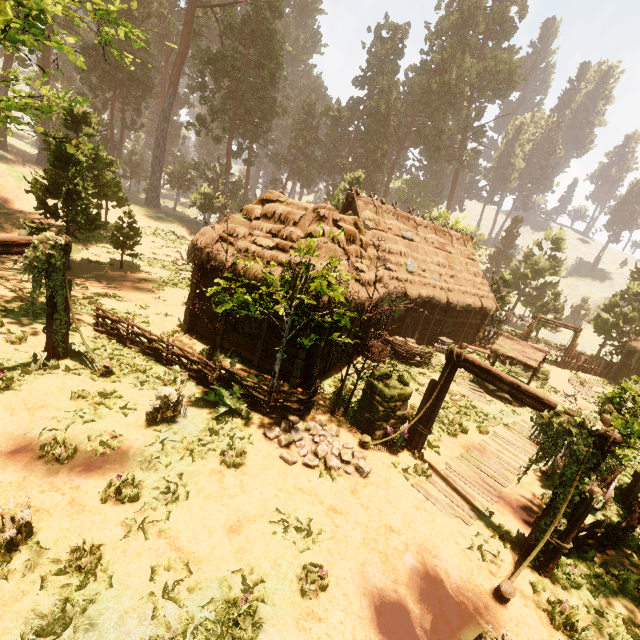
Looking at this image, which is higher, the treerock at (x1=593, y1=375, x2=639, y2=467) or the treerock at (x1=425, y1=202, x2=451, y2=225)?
the treerock at (x1=425, y1=202, x2=451, y2=225)

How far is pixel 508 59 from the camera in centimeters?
4997cm

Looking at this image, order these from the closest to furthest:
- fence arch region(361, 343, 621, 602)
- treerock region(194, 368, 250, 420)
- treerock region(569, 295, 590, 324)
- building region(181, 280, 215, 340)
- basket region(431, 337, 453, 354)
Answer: fence arch region(361, 343, 621, 602) → treerock region(194, 368, 250, 420) → building region(181, 280, 215, 340) → basket region(431, 337, 453, 354) → treerock region(569, 295, 590, 324)

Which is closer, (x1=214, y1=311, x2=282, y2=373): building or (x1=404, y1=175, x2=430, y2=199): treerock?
(x1=214, y1=311, x2=282, y2=373): building

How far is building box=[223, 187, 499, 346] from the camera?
11.5m

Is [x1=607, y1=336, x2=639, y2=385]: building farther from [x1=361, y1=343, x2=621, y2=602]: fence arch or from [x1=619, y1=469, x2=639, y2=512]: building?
[x1=361, y1=343, x2=621, y2=602]: fence arch

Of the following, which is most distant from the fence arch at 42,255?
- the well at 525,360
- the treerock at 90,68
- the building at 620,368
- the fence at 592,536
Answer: the building at 620,368

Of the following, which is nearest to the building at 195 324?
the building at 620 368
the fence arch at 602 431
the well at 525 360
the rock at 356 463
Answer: the rock at 356 463
